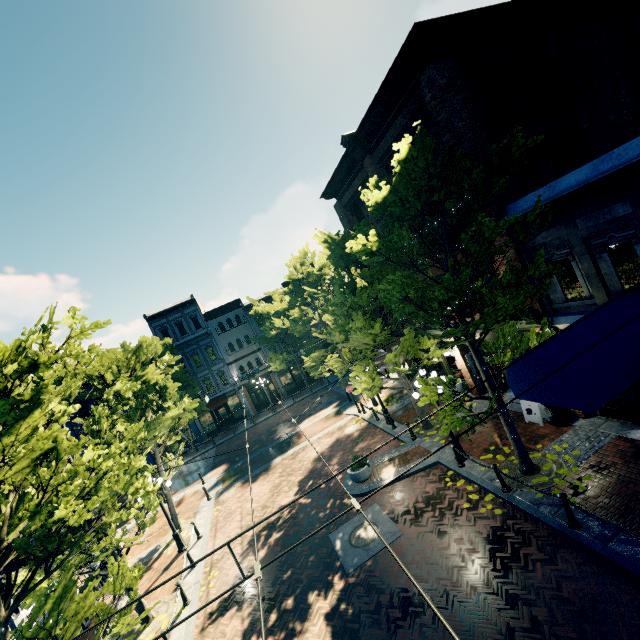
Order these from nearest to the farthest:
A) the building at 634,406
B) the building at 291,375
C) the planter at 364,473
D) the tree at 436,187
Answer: the tree at 436,187
the building at 634,406
the planter at 364,473
the building at 291,375

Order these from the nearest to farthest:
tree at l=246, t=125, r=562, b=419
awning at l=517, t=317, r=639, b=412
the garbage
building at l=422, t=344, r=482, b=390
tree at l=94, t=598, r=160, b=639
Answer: tree at l=94, t=598, r=160, b=639
awning at l=517, t=317, r=639, b=412
tree at l=246, t=125, r=562, b=419
the garbage
building at l=422, t=344, r=482, b=390

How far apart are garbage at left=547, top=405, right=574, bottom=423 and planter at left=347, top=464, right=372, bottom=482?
7.0 meters

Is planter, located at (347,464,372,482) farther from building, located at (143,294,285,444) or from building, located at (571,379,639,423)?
building, located at (143,294,285,444)

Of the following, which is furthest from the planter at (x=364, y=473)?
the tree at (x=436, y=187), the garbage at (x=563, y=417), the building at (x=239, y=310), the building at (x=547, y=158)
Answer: the building at (x=239, y=310)

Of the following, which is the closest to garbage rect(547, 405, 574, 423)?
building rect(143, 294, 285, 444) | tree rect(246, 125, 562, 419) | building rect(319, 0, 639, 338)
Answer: tree rect(246, 125, 562, 419)

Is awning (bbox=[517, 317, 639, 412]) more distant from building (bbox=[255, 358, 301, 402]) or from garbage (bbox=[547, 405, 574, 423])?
building (bbox=[255, 358, 301, 402])

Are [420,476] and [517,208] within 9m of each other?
no
